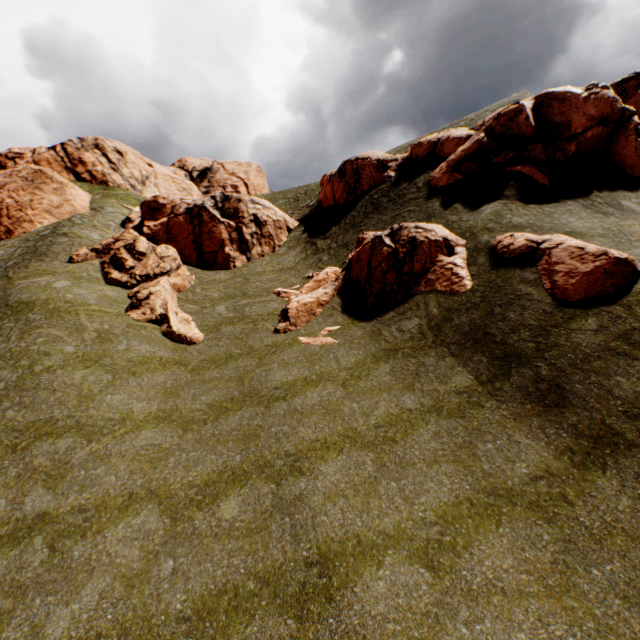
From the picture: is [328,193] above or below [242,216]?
above

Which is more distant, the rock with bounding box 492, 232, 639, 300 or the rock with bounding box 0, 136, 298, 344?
the rock with bounding box 0, 136, 298, 344

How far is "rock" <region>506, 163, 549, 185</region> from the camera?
16.8m

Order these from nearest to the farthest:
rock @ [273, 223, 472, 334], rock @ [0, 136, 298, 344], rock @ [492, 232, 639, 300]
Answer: rock @ [492, 232, 639, 300], rock @ [273, 223, 472, 334], rock @ [0, 136, 298, 344]

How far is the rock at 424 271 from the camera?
15.01m

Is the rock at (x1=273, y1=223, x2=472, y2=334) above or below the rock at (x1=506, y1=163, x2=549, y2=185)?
below

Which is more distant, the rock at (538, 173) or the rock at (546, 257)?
the rock at (538, 173)

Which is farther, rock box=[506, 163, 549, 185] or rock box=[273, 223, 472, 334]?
rock box=[506, 163, 549, 185]
